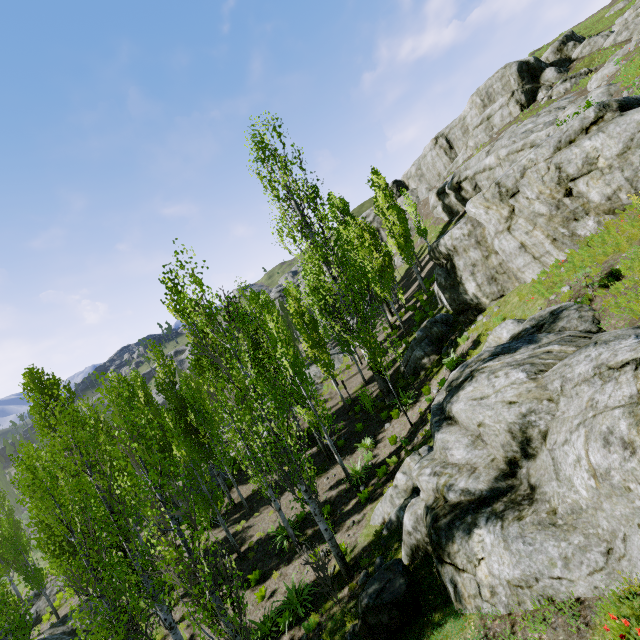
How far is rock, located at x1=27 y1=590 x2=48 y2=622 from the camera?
23.35m

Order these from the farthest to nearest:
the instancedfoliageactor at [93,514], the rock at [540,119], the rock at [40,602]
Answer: the rock at [40,602] < the rock at [540,119] < the instancedfoliageactor at [93,514]

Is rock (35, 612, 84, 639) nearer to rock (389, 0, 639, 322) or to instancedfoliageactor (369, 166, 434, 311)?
instancedfoliageactor (369, 166, 434, 311)

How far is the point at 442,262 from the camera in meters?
17.8 m

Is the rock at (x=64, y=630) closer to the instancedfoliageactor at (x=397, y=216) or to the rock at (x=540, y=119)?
the instancedfoliageactor at (x=397, y=216)

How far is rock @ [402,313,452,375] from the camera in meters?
18.3 m

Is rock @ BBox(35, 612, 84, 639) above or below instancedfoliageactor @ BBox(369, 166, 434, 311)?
below
